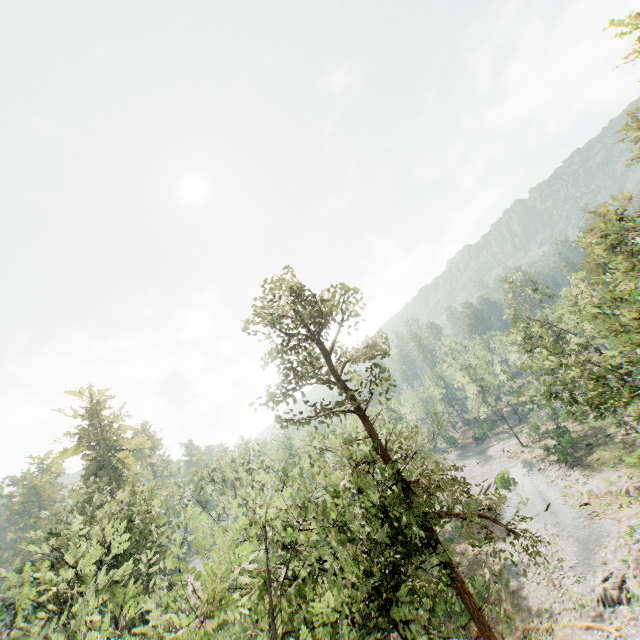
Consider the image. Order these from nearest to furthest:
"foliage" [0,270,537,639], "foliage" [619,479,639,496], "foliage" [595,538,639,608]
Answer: "foliage" [0,270,537,639], "foliage" [595,538,639,608], "foliage" [619,479,639,496]

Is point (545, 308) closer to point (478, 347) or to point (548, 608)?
point (548, 608)

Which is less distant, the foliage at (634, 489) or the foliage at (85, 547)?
the foliage at (85, 547)

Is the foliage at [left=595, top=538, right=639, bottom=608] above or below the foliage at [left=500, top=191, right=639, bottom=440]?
below

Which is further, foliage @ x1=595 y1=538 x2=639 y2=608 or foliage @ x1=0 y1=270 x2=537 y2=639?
foliage @ x1=595 y1=538 x2=639 y2=608
